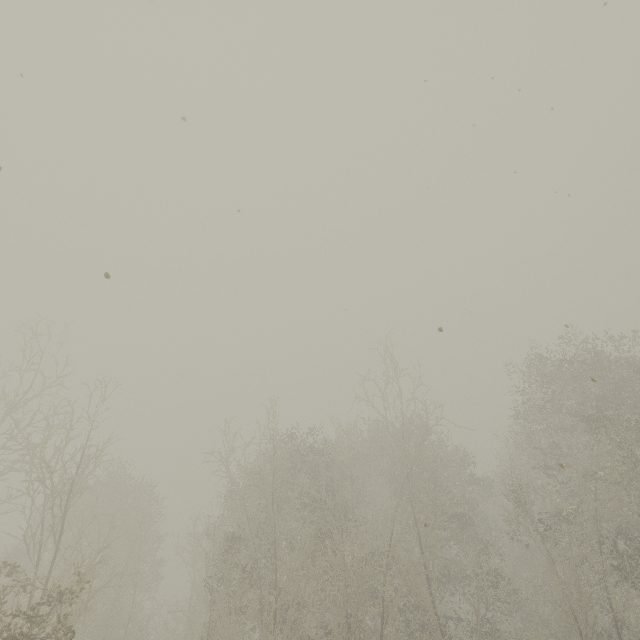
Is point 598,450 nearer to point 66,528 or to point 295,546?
point 295,546
